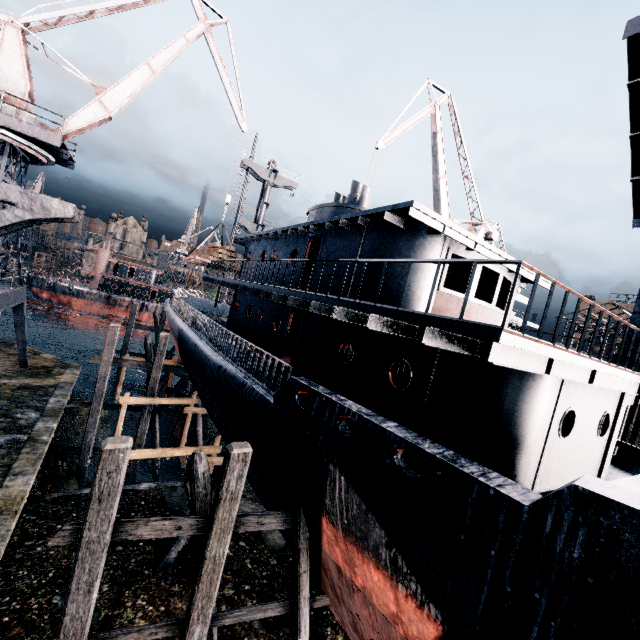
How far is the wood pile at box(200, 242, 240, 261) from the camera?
21.67m

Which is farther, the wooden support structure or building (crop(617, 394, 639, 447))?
building (crop(617, 394, 639, 447))

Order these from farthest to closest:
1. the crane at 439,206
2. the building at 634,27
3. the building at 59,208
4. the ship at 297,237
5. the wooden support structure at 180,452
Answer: the crane at 439,206 → the building at 634,27 → the wooden support structure at 180,452 → the ship at 297,237 → the building at 59,208

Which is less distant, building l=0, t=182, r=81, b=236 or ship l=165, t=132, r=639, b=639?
building l=0, t=182, r=81, b=236

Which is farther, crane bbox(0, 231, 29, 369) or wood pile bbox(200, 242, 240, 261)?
wood pile bbox(200, 242, 240, 261)

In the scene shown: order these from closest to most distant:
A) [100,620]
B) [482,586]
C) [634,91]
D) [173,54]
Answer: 1. [482,586]
2. [100,620]
3. [634,91]
4. [173,54]

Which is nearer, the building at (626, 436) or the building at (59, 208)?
the building at (59, 208)

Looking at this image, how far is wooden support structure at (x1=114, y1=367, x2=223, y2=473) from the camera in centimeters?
1415cm
